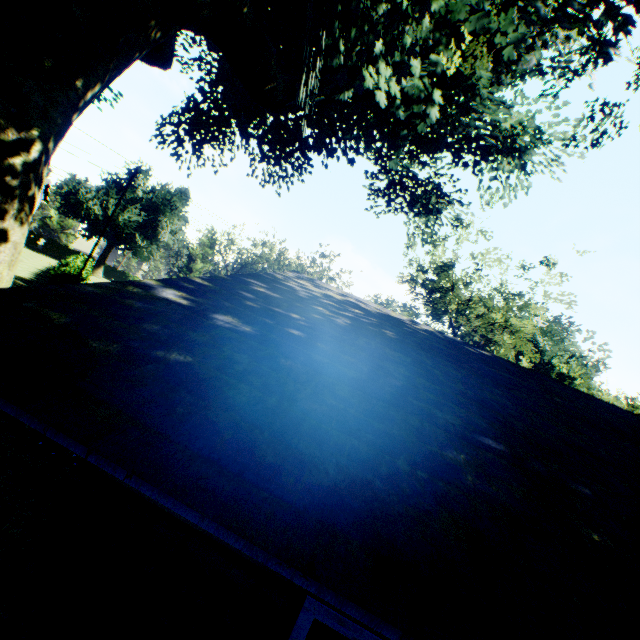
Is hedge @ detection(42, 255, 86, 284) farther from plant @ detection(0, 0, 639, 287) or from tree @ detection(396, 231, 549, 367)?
tree @ detection(396, 231, 549, 367)

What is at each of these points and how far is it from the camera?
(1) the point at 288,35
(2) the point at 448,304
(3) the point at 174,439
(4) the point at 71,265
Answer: (1) plant, 9.8m
(2) tree, 27.5m
(3) house, 1.5m
(4) hedge, 32.4m

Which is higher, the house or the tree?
the tree

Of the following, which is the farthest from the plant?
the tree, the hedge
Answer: the hedge

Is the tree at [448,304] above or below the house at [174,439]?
above

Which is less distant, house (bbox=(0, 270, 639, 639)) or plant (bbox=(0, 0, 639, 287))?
house (bbox=(0, 270, 639, 639))

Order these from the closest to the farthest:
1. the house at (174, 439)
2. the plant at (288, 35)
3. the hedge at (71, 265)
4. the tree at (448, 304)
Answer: the house at (174, 439)
the plant at (288, 35)
the tree at (448, 304)
the hedge at (71, 265)

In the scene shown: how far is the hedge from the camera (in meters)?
24.20
